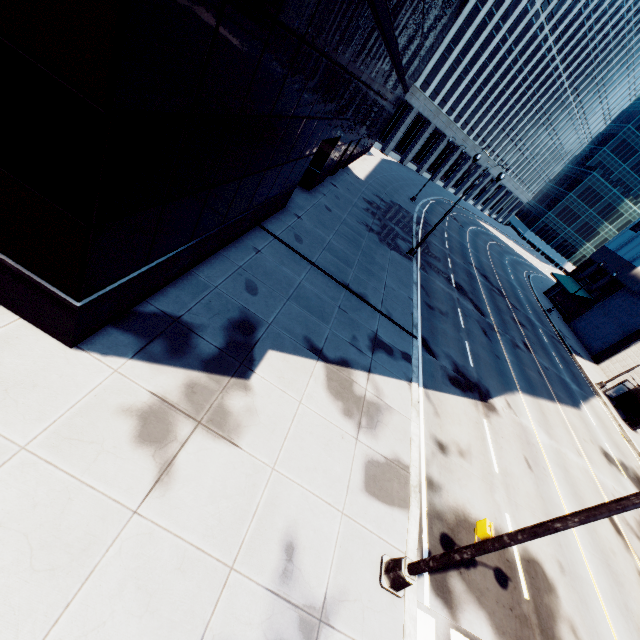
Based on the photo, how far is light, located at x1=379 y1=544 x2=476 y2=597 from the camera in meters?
5.8

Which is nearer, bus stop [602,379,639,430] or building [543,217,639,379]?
bus stop [602,379,639,430]

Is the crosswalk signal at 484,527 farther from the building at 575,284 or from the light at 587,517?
the building at 575,284

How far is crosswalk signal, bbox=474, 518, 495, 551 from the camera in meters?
5.6

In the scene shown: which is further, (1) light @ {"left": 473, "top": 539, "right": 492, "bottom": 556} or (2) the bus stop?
(2) the bus stop

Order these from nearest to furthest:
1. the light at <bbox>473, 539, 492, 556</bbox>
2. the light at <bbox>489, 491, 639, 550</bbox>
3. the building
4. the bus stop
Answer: the light at <bbox>489, 491, 639, 550</bbox> < the light at <bbox>473, 539, 492, 556</bbox> < the bus stop < the building

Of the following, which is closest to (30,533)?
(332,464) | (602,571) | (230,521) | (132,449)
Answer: (132,449)

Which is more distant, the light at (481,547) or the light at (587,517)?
the light at (481,547)
